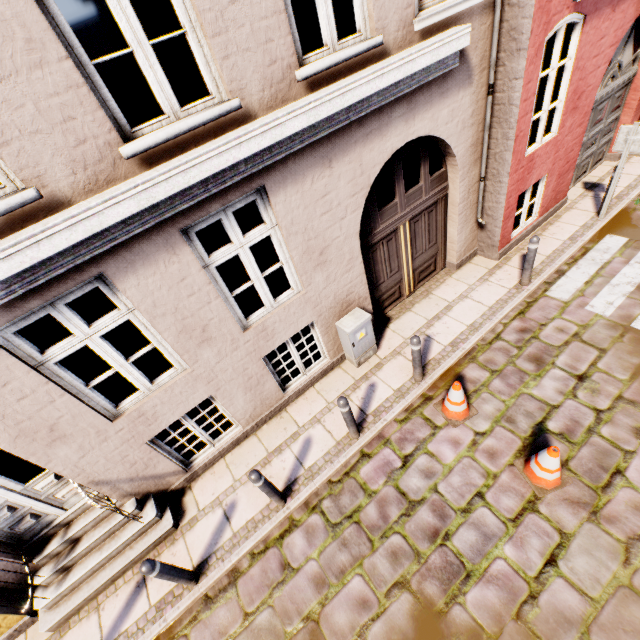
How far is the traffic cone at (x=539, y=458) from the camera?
3.9 meters

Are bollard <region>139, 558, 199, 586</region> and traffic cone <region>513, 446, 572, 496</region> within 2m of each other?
no

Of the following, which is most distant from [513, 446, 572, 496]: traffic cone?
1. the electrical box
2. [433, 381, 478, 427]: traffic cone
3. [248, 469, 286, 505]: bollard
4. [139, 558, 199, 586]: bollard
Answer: [139, 558, 199, 586]: bollard

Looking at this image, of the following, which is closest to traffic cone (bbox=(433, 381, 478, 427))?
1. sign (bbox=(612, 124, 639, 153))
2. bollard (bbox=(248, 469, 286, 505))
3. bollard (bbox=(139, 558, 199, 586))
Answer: bollard (bbox=(248, 469, 286, 505))

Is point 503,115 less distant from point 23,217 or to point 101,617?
point 23,217

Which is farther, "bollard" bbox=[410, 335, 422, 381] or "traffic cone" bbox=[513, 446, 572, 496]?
"bollard" bbox=[410, 335, 422, 381]

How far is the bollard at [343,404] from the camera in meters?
4.5 m

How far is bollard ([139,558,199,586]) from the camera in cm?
367
